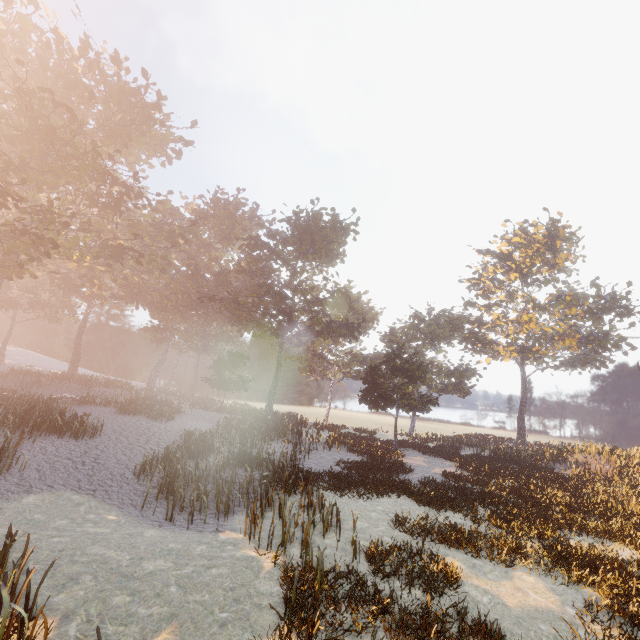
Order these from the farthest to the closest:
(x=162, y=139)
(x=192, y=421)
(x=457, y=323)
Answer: (x=457, y=323)
(x=162, y=139)
(x=192, y=421)
